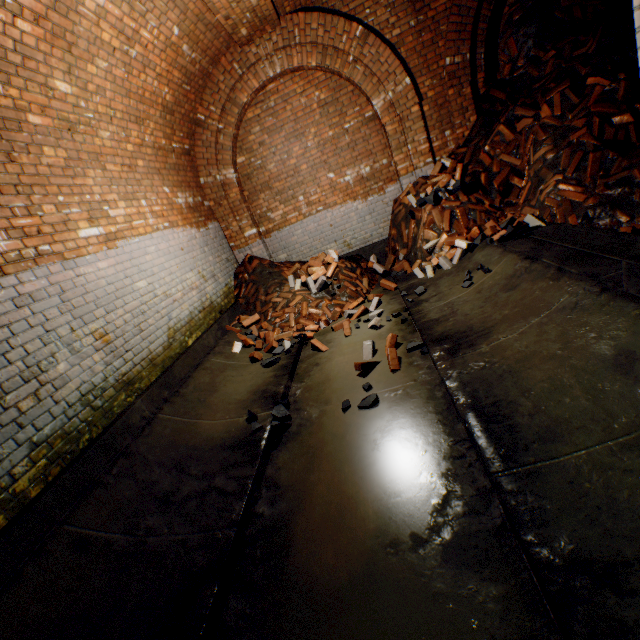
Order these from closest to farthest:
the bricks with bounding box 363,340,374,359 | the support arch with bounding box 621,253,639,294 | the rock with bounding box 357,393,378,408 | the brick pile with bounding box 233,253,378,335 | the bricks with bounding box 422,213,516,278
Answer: the support arch with bounding box 621,253,639,294 → the rock with bounding box 357,393,378,408 → the bricks with bounding box 363,340,374,359 → the bricks with bounding box 422,213,516,278 → the brick pile with bounding box 233,253,378,335

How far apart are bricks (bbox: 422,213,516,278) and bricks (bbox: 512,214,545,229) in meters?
0.1

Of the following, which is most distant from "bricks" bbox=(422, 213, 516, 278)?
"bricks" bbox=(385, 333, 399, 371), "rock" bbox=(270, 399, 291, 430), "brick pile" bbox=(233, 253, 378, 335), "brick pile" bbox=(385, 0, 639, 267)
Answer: "rock" bbox=(270, 399, 291, 430)

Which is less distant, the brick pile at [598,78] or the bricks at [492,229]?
the brick pile at [598,78]

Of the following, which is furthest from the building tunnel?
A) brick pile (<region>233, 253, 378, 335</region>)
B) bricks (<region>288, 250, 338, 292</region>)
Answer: bricks (<region>288, 250, 338, 292</region>)

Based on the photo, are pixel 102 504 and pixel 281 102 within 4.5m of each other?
no

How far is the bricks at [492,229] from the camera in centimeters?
456cm

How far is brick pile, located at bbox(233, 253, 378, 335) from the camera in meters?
5.5
